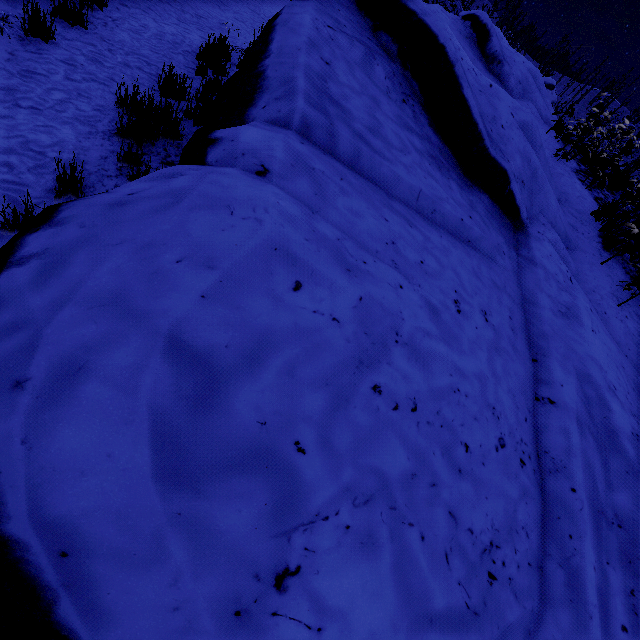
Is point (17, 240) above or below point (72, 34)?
above
